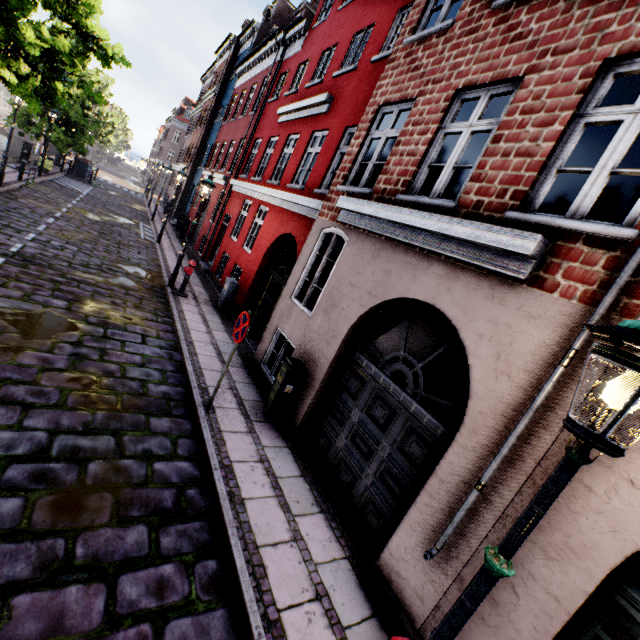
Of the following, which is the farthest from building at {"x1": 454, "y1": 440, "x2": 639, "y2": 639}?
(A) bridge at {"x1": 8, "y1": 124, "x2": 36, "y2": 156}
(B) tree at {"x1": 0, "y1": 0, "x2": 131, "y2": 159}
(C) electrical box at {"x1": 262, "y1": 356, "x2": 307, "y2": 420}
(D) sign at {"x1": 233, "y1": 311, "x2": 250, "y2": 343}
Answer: (A) bridge at {"x1": 8, "y1": 124, "x2": 36, "y2": 156}

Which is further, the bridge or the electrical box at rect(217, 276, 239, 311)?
the bridge

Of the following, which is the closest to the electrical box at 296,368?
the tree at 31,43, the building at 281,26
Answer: the building at 281,26

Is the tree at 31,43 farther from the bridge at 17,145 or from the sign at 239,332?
the sign at 239,332

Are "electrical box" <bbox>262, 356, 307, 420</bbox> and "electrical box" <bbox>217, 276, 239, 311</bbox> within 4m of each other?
no

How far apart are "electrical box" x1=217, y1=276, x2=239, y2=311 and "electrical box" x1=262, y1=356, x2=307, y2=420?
5.6m

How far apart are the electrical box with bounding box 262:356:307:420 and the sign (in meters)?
1.16

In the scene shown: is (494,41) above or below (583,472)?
above
